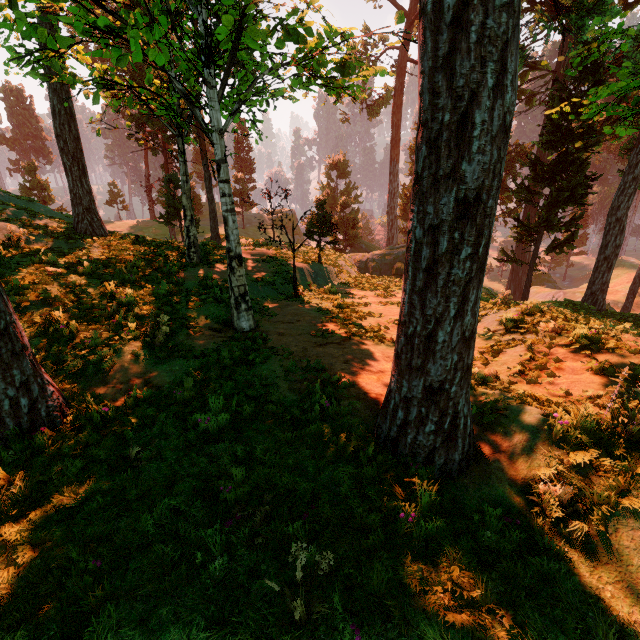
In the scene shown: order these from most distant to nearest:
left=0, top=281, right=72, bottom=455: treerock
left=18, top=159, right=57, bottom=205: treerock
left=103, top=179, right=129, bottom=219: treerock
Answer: left=103, top=179, right=129, bottom=219: treerock
left=18, top=159, right=57, bottom=205: treerock
left=0, top=281, right=72, bottom=455: treerock

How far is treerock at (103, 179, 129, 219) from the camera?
51.5 meters

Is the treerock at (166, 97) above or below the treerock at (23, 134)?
below

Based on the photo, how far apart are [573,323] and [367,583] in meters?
8.5 m

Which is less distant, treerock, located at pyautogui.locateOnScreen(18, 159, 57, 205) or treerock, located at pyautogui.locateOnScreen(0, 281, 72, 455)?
treerock, located at pyautogui.locateOnScreen(0, 281, 72, 455)
